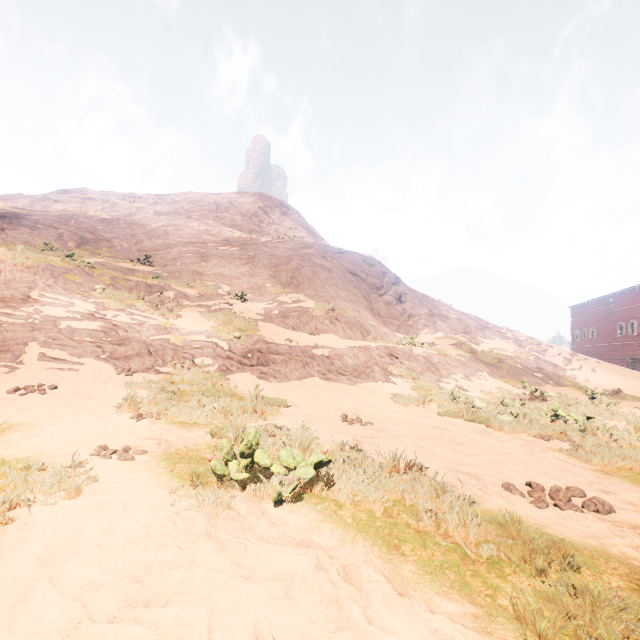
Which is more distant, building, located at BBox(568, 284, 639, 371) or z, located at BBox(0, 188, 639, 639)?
building, located at BBox(568, 284, 639, 371)

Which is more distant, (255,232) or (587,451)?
(255,232)

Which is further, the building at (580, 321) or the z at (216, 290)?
the building at (580, 321)
